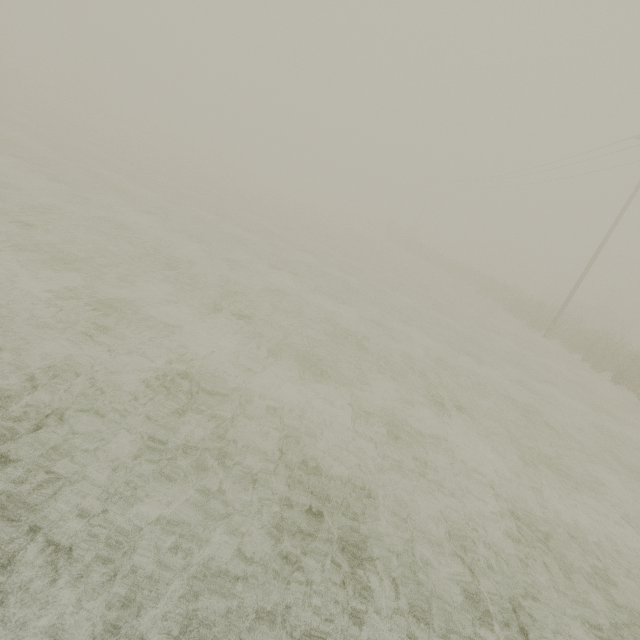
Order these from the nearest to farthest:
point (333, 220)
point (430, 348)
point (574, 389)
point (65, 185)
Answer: point (430, 348) < point (65, 185) < point (574, 389) < point (333, 220)
